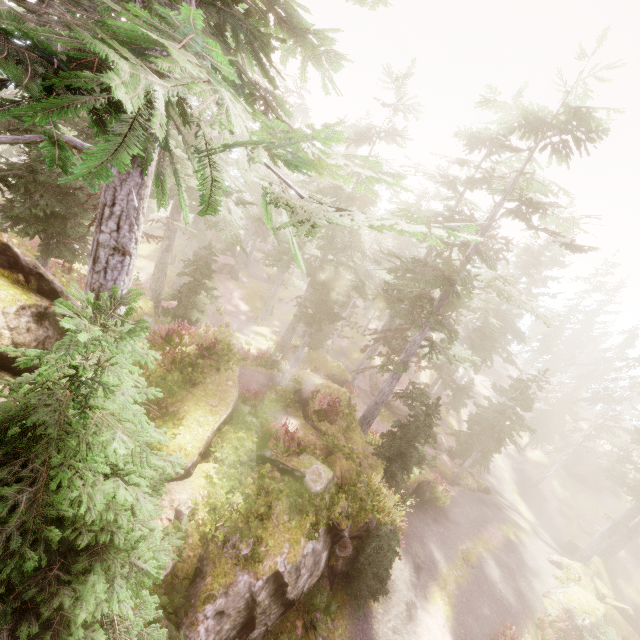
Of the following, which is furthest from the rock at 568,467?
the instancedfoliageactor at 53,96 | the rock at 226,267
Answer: the rock at 226,267

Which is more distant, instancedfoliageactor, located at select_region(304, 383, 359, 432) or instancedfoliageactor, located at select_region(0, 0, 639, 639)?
instancedfoliageactor, located at select_region(304, 383, 359, 432)

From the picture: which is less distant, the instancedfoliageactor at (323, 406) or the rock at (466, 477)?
the instancedfoliageactor at (323, 406)

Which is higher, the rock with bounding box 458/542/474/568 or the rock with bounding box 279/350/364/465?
the rock with bounding box 279/350/364/465

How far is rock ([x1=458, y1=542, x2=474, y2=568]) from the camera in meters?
19.2 m

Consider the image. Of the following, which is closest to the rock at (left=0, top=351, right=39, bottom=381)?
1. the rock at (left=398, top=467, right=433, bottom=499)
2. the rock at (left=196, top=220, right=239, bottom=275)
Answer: the rock at (left=398, top=467, right=433, bottom=499)

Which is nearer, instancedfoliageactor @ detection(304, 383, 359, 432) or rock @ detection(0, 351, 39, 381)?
rock @ detection(0, 351, 39, 381)

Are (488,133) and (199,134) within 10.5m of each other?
no
